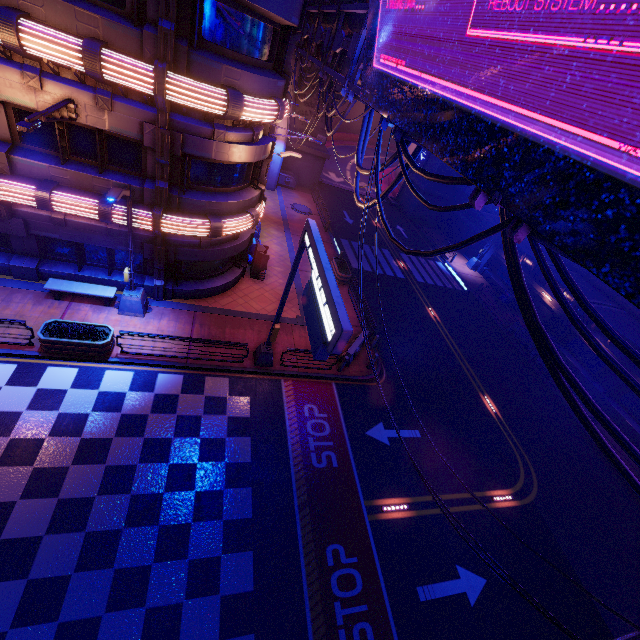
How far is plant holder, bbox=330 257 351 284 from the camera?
22.0m

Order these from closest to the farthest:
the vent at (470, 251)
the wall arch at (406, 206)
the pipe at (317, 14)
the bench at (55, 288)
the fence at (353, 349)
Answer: the pipe at (317, 14)
the bench at (55, 288)
the fence at (353, 349)
the vent at (470, 251)
the wall arch at (406, 206)

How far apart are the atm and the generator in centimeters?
1576cm

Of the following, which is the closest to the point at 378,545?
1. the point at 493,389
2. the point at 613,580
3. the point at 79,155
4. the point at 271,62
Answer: the point at 613,580

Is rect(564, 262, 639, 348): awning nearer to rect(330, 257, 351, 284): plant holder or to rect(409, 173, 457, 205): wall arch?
rect(330, 257, 351, 284): plant holder

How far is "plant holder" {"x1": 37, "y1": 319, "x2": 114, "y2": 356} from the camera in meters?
11.5 m

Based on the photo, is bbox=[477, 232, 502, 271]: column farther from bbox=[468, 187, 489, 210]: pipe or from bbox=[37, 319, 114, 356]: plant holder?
bbox=[37, 319, 114, 356]: plant holder

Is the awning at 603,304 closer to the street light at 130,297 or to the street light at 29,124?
the street light at 130,297
